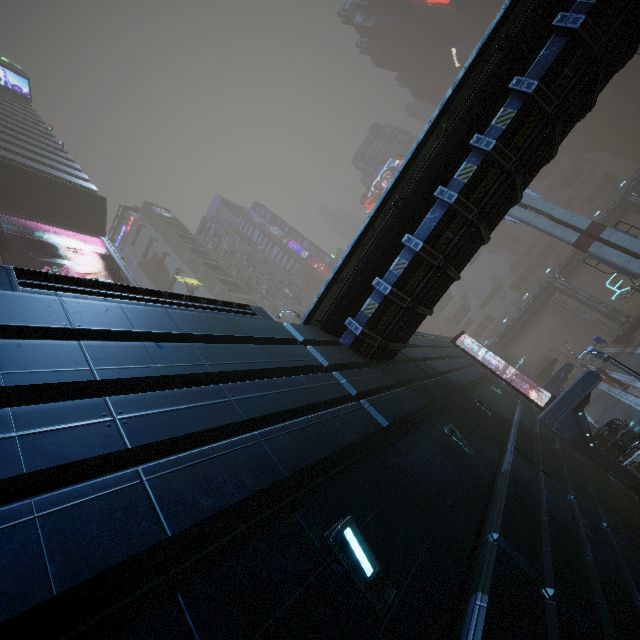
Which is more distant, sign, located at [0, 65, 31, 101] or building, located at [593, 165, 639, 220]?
building, located at [593, 165, 639, 220]

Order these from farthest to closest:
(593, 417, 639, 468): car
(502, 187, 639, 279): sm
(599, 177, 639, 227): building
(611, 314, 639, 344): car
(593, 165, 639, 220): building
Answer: (593, 165, 639, 220): building
(599, 177, 639, 227): building
(611, 314, 639, 344): car
(502, 187, 639, 279): sm
(593, 417, 639, 468): car

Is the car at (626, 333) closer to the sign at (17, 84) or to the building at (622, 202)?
the building at (622, 202)

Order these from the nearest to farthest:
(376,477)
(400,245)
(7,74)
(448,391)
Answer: (376,477) < (400,245) < (448,391) < (7,74)

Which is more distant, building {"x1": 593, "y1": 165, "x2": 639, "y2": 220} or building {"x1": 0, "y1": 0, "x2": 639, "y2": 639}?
building {"x1": 593, "y1": 165, "x2": 639, "y2": 220}

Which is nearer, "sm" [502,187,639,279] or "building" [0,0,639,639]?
"building" [0,0,639,639]

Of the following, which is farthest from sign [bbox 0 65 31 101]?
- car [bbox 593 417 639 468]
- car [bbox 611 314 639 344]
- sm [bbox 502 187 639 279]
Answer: car [bbox 611 314 639 344]

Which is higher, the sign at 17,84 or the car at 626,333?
the sign at 17,84
